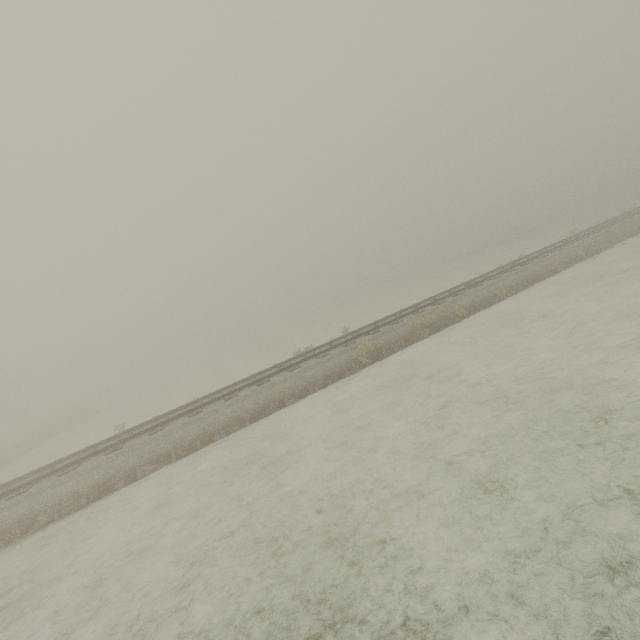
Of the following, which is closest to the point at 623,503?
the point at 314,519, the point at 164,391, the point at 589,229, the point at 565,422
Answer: the point at 565,422
